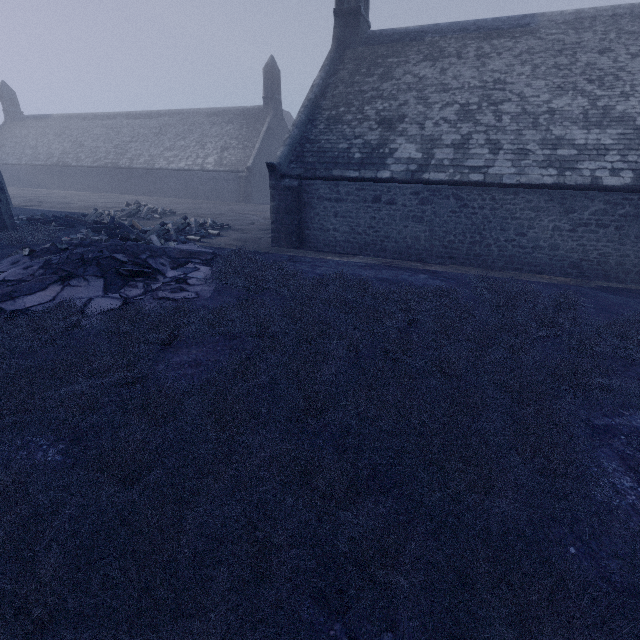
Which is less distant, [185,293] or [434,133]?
[185,293]
